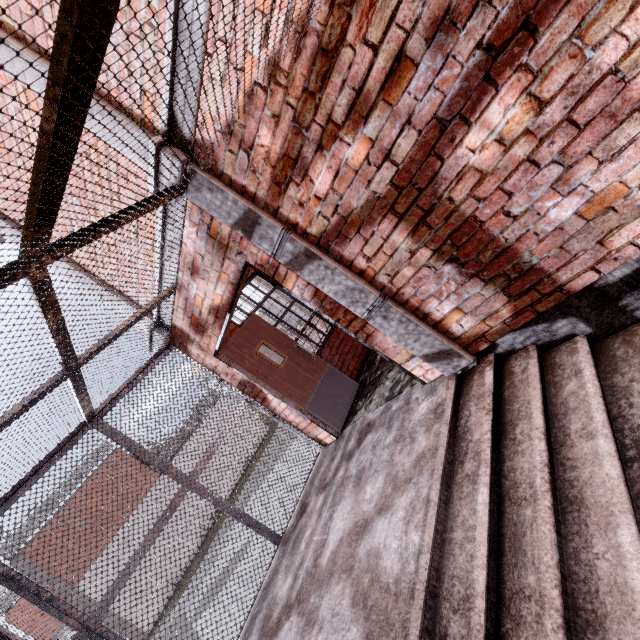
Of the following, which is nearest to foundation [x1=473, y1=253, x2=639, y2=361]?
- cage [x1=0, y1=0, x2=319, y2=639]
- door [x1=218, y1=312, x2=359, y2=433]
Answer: cage [x1=0, y1=0, x2=319, y2=639]

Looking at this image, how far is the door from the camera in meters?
4.8

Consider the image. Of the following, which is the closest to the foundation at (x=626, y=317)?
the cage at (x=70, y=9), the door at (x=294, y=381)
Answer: the cage at (x=70, y=9)

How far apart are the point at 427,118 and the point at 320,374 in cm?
401

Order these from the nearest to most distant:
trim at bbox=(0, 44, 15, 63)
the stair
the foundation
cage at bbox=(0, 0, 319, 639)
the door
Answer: cage at bbox=(0, 0, 319, 639) < the stair < the foundation < trim at bbox=(0, 44, 15, 63) < the door

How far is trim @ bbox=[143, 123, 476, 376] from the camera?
2.7 meters

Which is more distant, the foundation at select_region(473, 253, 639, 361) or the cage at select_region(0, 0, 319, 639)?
the foundation at select_region(473, 253, 639, 361)

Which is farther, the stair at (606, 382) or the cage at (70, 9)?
the stair at (606, 382)
